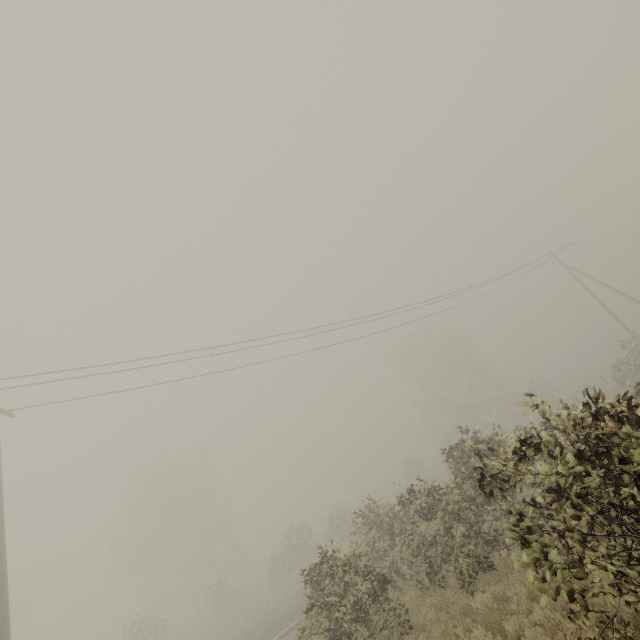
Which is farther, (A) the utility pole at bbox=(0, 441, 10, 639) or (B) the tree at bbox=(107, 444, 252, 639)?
(B) the tree at bbox=(107, 444, 252, 639)

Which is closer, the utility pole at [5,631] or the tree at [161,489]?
the utility pole at [5,631]

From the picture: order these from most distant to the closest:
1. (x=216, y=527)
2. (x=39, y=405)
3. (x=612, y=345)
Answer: (x=612, y=345) < (x=216, y=527) < (x=39, y=405)
